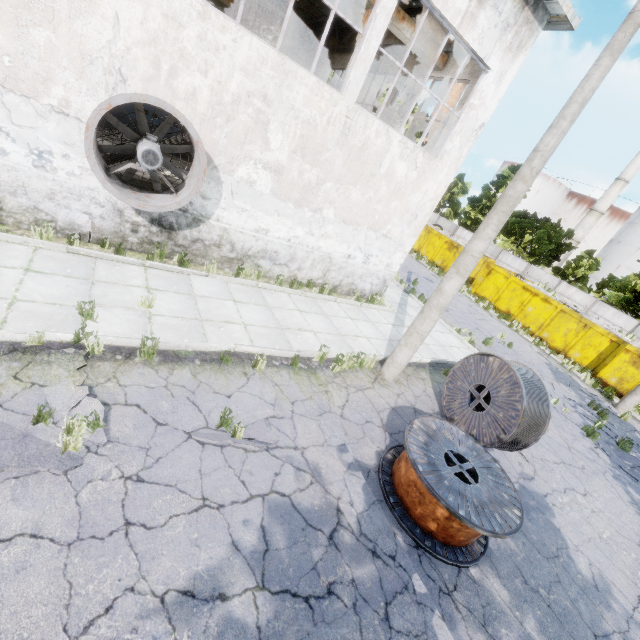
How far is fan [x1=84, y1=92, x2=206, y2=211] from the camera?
6.02m

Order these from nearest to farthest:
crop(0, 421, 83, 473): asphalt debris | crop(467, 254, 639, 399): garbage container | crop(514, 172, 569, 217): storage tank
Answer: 1. crop(0, 421, 83, 473): asphalt debris
2. crop(467, 254, 639, 399): garbage container
3. crop(514, 172, 569, 217): storage tank

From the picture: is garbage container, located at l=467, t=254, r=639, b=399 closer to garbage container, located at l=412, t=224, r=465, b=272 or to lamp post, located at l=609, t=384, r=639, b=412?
lamp post, located at l=609, t=384, r=639, b=412

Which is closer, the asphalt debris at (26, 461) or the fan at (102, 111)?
the asphalt debris at (26, 461)

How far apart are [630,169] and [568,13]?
54.4 meters

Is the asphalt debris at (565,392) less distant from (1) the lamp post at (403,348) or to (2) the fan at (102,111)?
(1) the lamp post at (403,348)

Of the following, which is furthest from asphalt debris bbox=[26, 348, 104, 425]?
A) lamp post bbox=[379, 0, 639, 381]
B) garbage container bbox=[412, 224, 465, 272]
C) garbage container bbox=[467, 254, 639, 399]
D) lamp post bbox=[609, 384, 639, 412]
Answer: garbage container bbox=[412, 224, 465, 272]

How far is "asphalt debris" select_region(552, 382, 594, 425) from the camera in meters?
11.8 m
